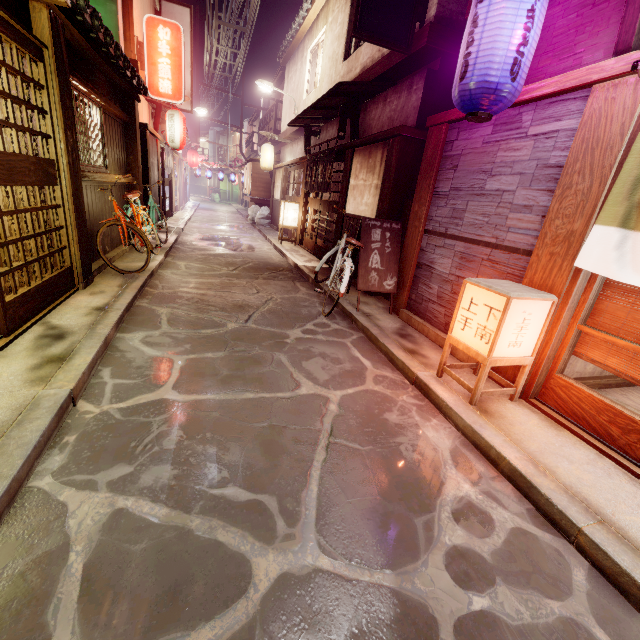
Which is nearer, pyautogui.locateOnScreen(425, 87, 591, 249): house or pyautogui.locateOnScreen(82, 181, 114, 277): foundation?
pyautogui.locateOnScreen(425, 87, 591, 249): house

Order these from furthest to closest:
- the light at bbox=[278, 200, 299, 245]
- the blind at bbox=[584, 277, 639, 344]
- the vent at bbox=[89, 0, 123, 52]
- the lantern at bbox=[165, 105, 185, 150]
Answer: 1. the light at bbox=[278, 200, 299, 245]
2. the lantern at bbox=[165, 105, 185, 150]
3. the vent at bbox=[89, 0, 123, 52]
4. the blind at bbox=[584, 277, 639, 344]

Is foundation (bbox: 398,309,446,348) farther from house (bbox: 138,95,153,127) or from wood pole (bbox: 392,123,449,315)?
house (bbox: 138,95,153,127)

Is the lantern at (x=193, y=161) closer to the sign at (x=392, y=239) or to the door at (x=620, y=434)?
the sign at (x=392, y=239)

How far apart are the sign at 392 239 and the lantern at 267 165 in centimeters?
1984cm

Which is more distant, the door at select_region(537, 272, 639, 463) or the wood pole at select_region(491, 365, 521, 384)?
the wood pole at select_region(491, 365, 521, 384)

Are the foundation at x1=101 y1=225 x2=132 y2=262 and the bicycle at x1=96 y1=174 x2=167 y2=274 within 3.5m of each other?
yes

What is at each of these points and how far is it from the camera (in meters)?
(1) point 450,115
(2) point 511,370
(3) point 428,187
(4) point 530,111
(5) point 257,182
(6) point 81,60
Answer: (1) wood bar, 7.71
(2) wood pole, 6.20
(3) wood pole, 8.57
(4) house, 5.97
(5) blind, 30.75
(6) wood panel, 8.83
